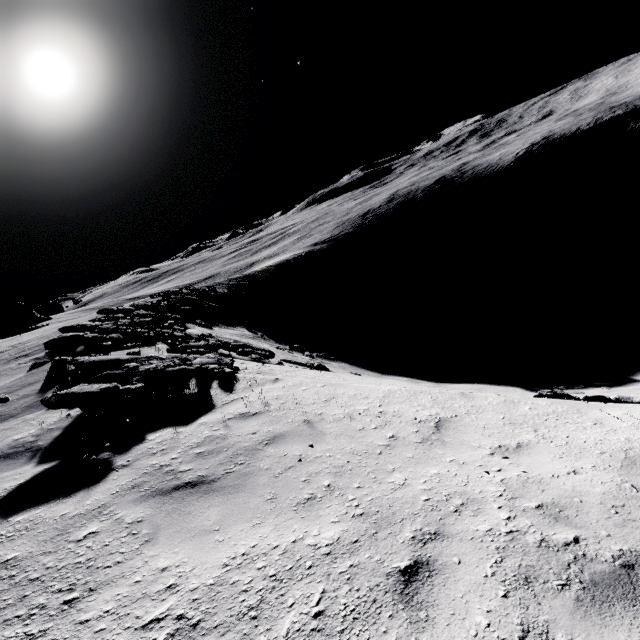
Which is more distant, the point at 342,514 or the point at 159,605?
the point at 342,514

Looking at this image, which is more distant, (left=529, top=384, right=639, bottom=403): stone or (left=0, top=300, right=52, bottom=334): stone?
(left=0, top=300, right=52, bottom=334): stone

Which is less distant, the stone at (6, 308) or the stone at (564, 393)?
the stone at (564, 393)

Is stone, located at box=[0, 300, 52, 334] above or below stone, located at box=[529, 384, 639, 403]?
above

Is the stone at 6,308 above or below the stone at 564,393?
above
